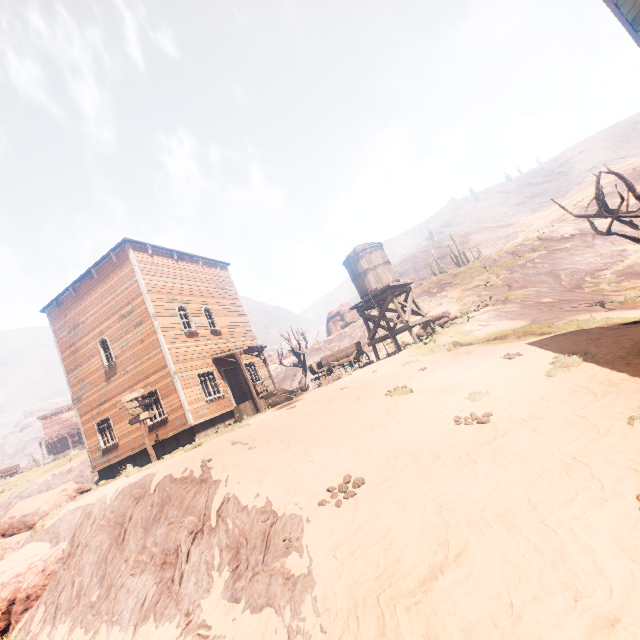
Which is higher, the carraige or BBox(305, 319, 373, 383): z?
BBox(305, 319, 373, 383): z

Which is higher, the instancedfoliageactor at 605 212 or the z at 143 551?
the instancedfoliageactor at 605 212

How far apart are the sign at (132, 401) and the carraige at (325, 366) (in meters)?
8.21

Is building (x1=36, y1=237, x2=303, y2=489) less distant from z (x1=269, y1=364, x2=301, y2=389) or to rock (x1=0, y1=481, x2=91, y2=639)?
z (x1=269, y1=364, x2=301, y2=389)

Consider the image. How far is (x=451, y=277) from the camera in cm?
3297

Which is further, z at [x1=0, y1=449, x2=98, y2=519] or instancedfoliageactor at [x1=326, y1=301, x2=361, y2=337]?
instancedfoliageactor at [x1=326, y1=301, x2=361, y2=337]

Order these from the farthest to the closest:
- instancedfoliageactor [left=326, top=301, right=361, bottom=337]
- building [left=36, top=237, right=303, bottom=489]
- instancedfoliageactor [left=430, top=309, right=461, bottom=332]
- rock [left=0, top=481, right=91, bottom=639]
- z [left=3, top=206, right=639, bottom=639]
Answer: instancedfoliageactor [left=326, top=301, right=361, bottom=337] < instancedfoliageactor [left=430, top=309, right=461, bottom=332] < building [left=36, top=237, right=303, bottom=489] < rock [left=0, top=481, right=91, bottom=639] < z [left=3, top=206, right=639, bottom=639]

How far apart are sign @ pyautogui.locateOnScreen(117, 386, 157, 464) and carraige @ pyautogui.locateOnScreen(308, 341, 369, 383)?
8.2 meters
